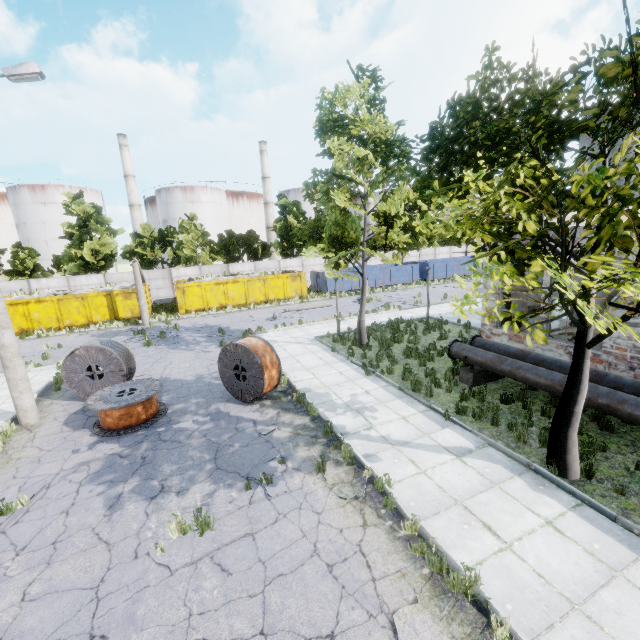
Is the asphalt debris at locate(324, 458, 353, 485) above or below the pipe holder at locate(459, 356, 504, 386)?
below

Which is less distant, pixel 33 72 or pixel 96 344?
pixel 33 72

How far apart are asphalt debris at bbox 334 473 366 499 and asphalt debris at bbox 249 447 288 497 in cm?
80

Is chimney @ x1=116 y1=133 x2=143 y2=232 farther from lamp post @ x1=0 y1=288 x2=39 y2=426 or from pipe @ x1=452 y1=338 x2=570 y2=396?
pipe @ x1=452 y1=338 x2=570 y2=396

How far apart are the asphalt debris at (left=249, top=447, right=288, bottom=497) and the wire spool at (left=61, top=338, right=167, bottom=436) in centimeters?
412cm

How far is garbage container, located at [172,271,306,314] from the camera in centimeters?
2728cm

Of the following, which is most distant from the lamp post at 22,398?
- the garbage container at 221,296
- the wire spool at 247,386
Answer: the garbage container at 221,296

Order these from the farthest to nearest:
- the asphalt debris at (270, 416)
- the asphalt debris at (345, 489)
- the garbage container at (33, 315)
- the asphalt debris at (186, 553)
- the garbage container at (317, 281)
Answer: the garbage container at (317, 281), the garbage container at (33, 315), the asphalt debris at (270, 416), the asphalt debris at (345, 489), the asphalt debris at (186, 553)
